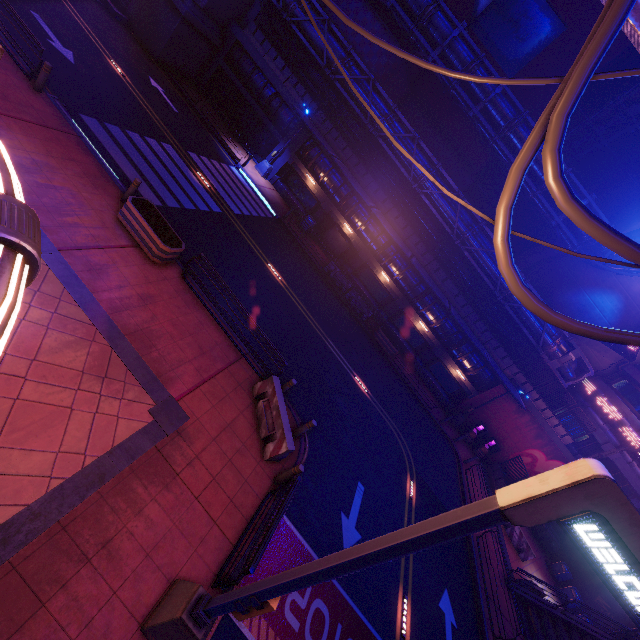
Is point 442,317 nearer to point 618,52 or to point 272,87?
point 272,87

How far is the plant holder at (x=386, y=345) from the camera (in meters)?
23.83

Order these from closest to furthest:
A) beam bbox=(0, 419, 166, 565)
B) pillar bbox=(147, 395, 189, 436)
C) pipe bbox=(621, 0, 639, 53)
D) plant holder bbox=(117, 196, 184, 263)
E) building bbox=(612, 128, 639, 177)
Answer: pipe bbox=(621, 0, 639, 53) < beam bbox=(0, 419, 166, 565) < pillar bbox=(147, 395, 189, 436) < plant holder bbox=(117, 196, 184, 263) < building bbox=(612, 128, 639, 177)

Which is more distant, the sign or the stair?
the stair

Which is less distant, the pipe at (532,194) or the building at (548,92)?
the pipe at (532,194)

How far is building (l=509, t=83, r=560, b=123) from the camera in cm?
2934

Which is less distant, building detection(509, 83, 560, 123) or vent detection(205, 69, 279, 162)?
vent detection(205, 69, 279, 162)

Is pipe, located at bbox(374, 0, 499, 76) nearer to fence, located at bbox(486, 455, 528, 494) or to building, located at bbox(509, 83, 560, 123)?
building, located at bbox(509, 83, 560, 123)
